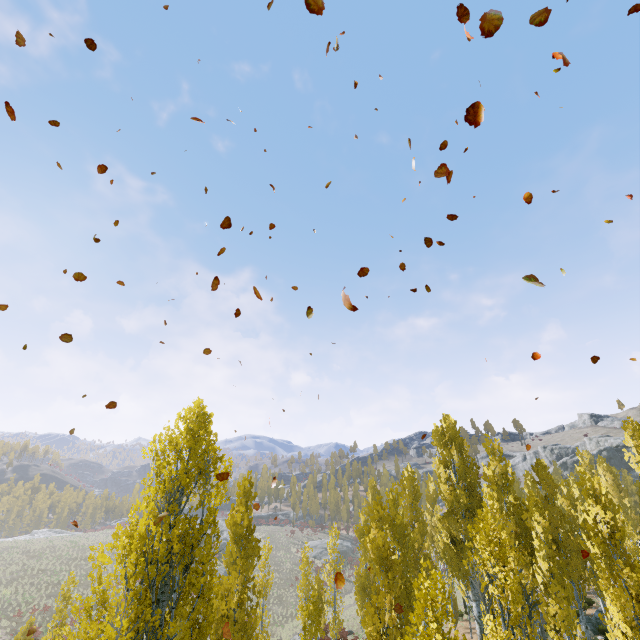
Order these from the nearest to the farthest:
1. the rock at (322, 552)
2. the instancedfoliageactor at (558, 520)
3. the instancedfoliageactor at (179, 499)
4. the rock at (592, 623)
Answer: the instancedfoliageactor at (179, 499), the instancedfoliageactor at (558, 520), the rock at (592, 623), the rock at (322, 552)

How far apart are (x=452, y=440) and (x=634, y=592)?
13.3m

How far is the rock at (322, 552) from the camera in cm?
5646

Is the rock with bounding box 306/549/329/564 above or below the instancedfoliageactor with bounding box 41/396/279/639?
below

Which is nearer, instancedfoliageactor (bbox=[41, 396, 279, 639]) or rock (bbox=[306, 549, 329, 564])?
instancedfoliageactor (bbox=[41, 396, 279, 639])

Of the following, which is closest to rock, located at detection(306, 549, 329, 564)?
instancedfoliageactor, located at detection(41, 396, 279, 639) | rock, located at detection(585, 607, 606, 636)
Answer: instancedfoliageactor, located at detection(41, 396, 279, 639)
